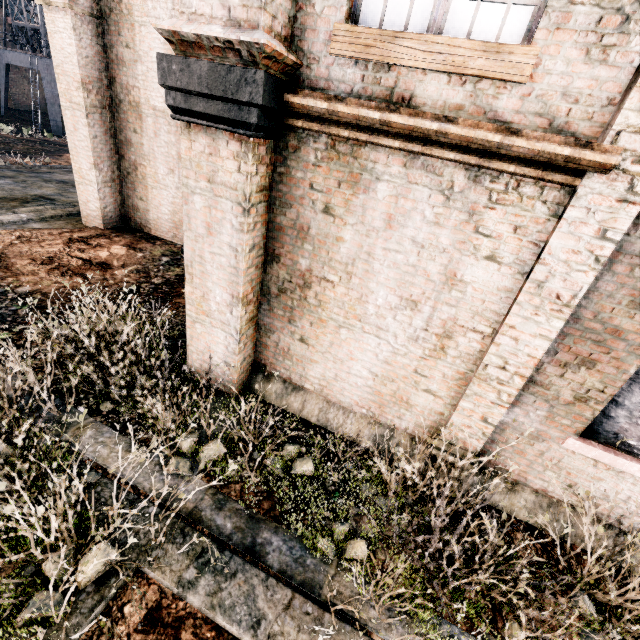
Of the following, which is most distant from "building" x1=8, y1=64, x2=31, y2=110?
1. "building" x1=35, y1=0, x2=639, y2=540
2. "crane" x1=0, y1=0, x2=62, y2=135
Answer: "building" x1=35, y1=0, x2=639, y2=540

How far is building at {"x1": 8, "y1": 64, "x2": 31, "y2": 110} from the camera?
43.19m

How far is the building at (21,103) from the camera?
43.19m

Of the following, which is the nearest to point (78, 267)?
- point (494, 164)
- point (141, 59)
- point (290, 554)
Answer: point (141, 59)

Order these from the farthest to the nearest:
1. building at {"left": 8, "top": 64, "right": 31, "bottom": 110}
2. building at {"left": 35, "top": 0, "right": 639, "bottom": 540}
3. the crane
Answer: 1. building at {"left": 8, "top": 64, "right": 31, "bottom": 110}
2. the crane
3. building at {"left": 35, "top": 0, "right": 639, "bottom": 540}

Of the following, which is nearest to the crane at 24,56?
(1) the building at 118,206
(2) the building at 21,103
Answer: (2) the building at 21,103
